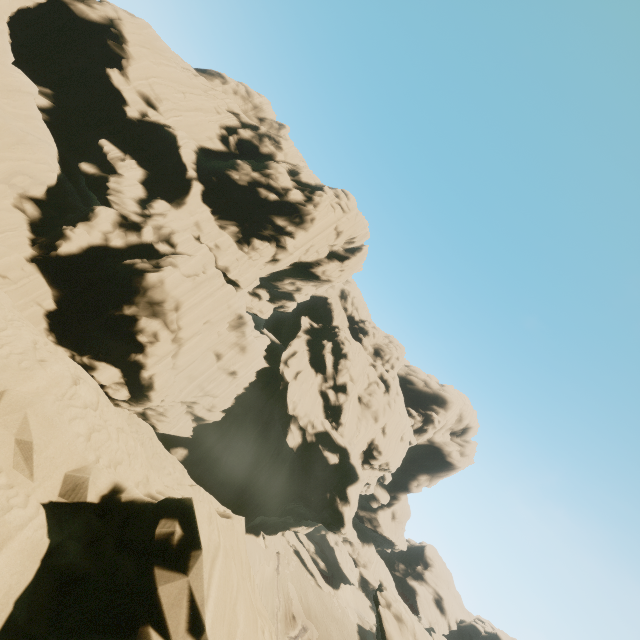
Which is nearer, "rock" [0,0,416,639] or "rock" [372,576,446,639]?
"rock" [0,0,416,639]

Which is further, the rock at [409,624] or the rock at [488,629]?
the rock at [488,629]

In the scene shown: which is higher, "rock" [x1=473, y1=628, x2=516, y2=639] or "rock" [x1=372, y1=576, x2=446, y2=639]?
"rock" [x1=473, y1=628, x2=516, y2=639]

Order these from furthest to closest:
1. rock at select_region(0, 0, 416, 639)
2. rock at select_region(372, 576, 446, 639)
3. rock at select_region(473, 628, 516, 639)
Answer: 1. rock at select_region(473, 628, 516, 639)
2. rock at select_region(372, 576, 446, 639)
3. rock at select_region(0, 0, 416, 639)

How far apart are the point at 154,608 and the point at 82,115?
42.80m
